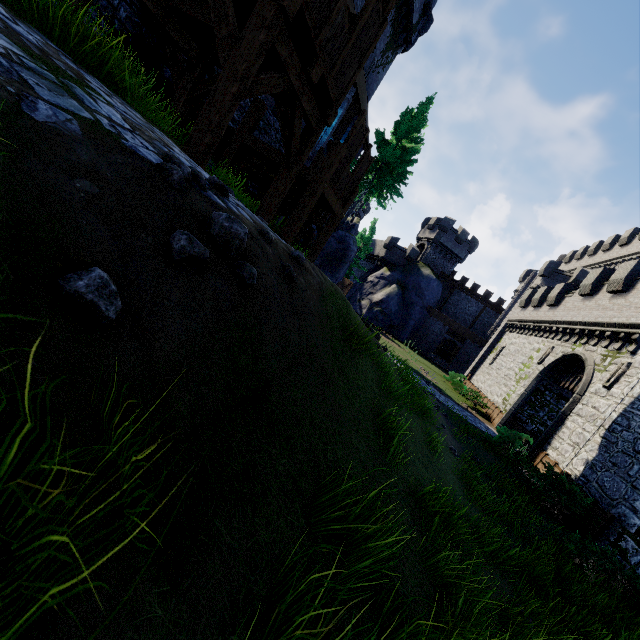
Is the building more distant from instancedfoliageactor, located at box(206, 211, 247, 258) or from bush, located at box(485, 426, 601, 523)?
bush, located at box(485, 426, 601, 523)

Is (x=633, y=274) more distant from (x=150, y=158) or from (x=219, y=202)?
(x=150, y=158)

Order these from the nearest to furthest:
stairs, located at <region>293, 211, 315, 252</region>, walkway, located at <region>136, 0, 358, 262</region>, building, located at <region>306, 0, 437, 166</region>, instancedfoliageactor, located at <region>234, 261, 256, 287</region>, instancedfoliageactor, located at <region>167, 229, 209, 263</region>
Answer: instancedfoliageactor, located at <region>167, 229, 209, 263</region> < instancedfoliageactor, located at <region>234, 261, 256, 287</region> < walkway, located at <region>136, 0, 358, 262</region> < stairs, located at <region>293, 211, 315, 252</region> < building, located at <region>306, 0, 437, 166</region>

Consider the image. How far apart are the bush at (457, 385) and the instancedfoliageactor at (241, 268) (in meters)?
27.71

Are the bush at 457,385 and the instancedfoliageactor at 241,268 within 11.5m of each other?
no

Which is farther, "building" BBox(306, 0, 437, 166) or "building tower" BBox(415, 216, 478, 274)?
"building tower" BBox(415, 216, 478, 274)

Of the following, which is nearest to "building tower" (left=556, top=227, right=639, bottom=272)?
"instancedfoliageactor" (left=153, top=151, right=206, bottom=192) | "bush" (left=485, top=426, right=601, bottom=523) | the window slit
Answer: the window slit

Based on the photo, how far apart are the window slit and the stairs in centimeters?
1488cm
